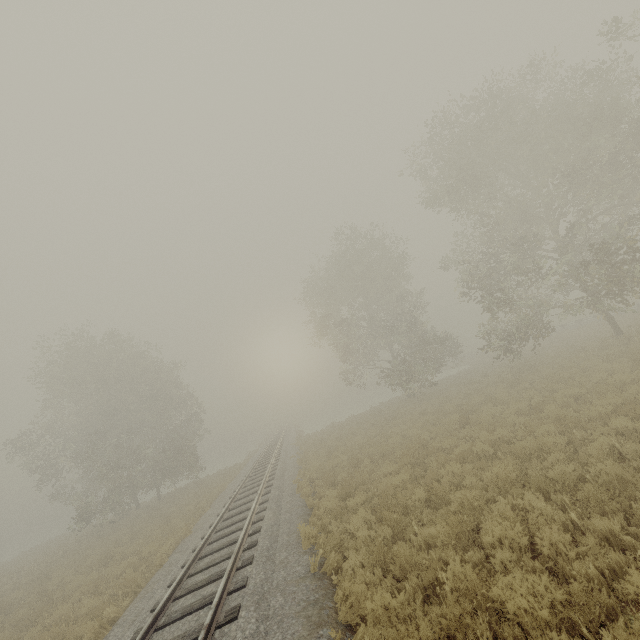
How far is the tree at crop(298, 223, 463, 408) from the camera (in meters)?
26.66

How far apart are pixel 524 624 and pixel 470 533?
2.6 meters

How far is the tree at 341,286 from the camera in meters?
26.7 m

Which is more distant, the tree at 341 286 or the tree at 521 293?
the tree at 341 286

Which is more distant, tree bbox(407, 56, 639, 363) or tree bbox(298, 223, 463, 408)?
tree bbox(298, 223, 463, 408)
